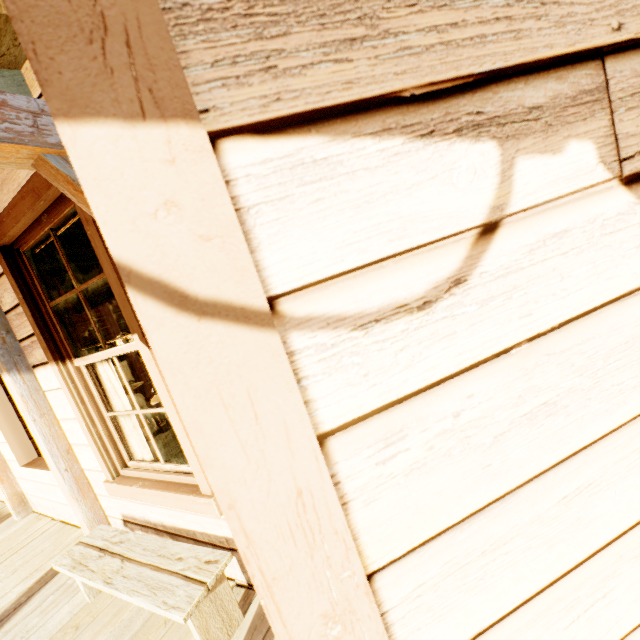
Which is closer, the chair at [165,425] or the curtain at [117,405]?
the curtain at [117,405]

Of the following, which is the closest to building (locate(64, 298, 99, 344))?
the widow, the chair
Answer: the widow

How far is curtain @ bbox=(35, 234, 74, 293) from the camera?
2.6 meters

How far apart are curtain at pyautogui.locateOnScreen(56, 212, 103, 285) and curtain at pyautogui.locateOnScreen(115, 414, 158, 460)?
0.27m

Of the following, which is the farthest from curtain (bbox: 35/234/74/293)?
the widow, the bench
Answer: the bench

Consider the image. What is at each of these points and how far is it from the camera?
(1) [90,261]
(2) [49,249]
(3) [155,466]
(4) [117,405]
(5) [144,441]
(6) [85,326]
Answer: (1) curtain, 2.40m
(2) curtain, 2.58m
(3) widow, 2.63m
(4) curtain, 2.80m
(5) curtain, 2.75m
(6) building, 7.86m

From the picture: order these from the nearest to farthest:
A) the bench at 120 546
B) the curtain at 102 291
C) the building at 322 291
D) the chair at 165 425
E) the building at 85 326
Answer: the building at 322 291
the bench at 120 546
the curtain at 102 291
the chair at 165 425
the building at 85 326
